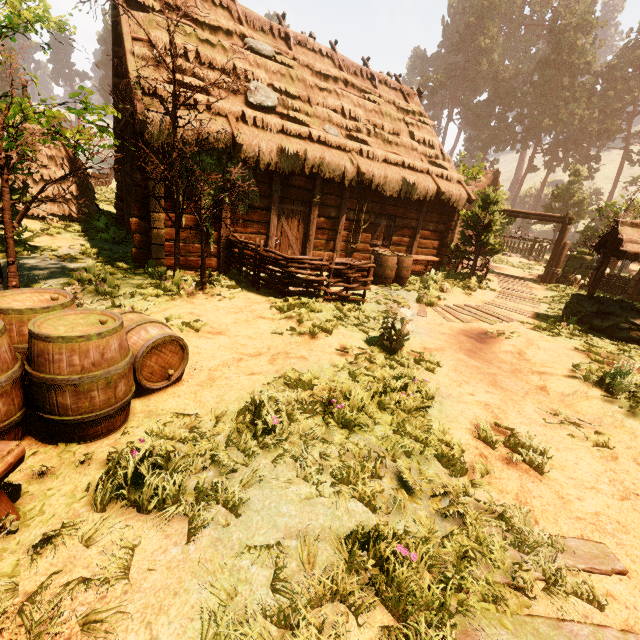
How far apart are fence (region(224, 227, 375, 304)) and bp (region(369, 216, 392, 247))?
4.8m

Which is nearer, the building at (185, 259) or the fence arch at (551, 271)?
the building at (185, 259)

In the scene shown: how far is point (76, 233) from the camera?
10.16m

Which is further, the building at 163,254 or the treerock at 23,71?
the building at 163,254

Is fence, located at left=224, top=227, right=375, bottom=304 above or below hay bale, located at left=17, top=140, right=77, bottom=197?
below

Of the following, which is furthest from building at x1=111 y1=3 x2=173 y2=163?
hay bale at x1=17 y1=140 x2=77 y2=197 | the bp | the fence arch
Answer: the fence arch

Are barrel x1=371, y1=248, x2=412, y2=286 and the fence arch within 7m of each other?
no

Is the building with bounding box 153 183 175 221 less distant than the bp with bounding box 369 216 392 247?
Yes
